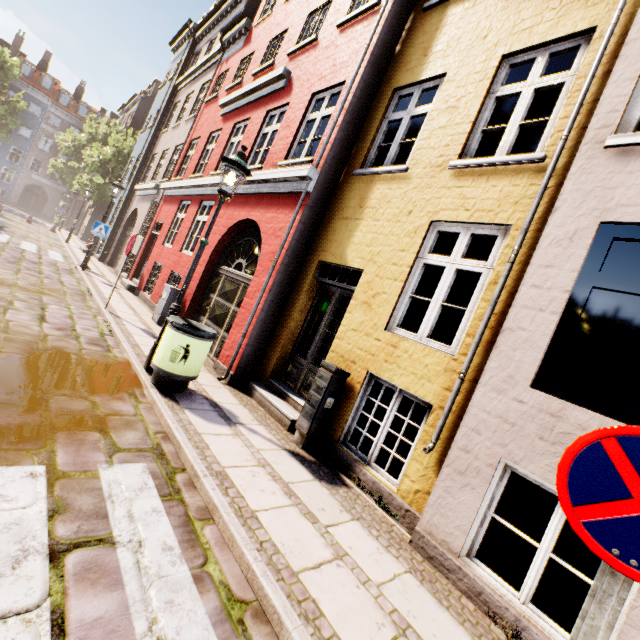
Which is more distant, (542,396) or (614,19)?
(614,19)

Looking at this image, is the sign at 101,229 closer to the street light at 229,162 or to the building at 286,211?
the building at 286,211

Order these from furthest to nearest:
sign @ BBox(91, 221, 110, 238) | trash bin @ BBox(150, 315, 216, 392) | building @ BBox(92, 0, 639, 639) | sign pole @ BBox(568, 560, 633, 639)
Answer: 1. sign @ BBox(91, 221, 110, 238)
2. trash bin @ BBox(150, 315, 216, 392)
3. building @ BBox(92, 0, 639, 639)
4. sign pole @ BBox(568, 560, 633, 639)

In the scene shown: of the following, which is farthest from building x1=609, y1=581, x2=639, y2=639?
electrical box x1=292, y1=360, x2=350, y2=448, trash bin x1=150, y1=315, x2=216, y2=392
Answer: trash bin x1=150, y1=315, x2=216, y2=392

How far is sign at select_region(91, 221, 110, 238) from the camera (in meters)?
11.74

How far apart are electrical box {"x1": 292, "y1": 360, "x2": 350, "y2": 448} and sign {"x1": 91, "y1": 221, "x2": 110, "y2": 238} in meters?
11.5 m

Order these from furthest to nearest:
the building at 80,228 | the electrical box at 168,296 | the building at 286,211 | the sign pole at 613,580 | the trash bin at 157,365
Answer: the building at 80,228 → the electrical box at 168,296 → the trash bin at 157,365 → the building at 286,211 → the sign pole at 613,580

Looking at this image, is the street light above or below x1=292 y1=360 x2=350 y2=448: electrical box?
above
